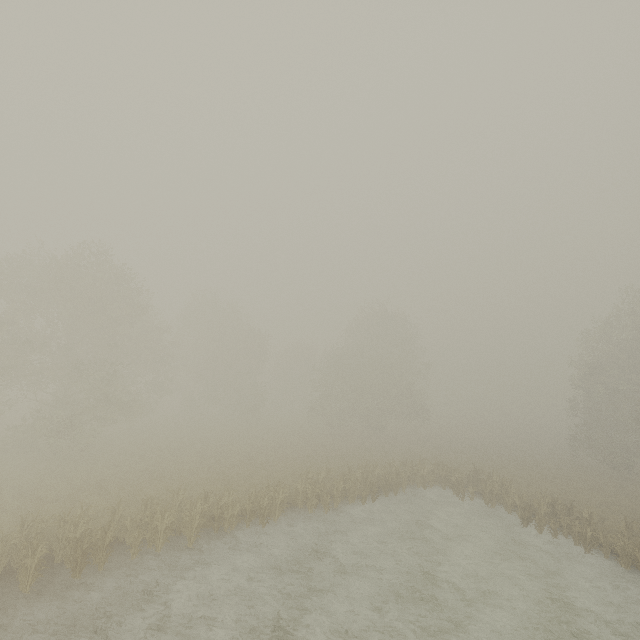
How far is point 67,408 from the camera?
26.88m
